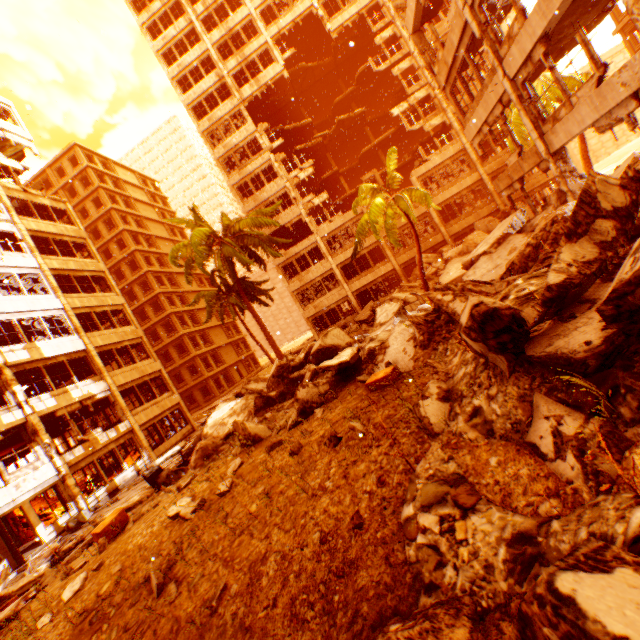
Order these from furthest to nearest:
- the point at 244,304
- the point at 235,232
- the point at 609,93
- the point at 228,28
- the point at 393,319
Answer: the point at 228,28 < the point at 244,304 < the point at 235,232 < the point at 393,319 < the point at 609,93

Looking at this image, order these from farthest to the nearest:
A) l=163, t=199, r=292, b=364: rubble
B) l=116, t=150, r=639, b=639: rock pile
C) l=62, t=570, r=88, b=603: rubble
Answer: l=163, t=199, r=292, b=364: rubble, l=62, t=570, r=88, b=603: rubble, l=116, t=150, r=639, b=639: rock pile

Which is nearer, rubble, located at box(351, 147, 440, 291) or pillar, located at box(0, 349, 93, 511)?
pillar, located at box(0, 349, 93, 511)

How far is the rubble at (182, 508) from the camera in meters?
5.8 m

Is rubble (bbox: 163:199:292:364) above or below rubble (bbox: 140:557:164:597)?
above

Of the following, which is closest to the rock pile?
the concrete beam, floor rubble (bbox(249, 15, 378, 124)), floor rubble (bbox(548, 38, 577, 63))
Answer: floor rubble (bbox(548, 38, 577, 63))

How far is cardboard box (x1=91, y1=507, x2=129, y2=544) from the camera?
7.7m

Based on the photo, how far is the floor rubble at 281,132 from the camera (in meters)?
32.32
